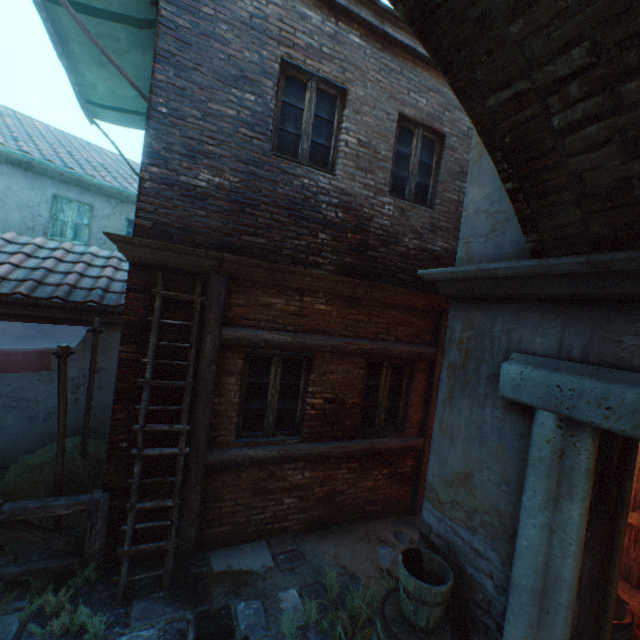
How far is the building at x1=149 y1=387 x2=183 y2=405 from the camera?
3.9m

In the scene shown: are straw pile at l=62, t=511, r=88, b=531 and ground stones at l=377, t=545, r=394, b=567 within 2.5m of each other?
no

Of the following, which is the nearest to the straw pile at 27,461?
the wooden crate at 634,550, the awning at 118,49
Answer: the awning at 118,49

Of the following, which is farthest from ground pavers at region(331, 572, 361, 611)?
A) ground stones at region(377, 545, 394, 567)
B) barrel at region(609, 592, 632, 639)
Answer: barrel at region(609, 592, 632, 639)

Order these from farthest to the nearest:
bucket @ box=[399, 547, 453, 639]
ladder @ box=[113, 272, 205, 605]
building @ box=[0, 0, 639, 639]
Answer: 1. ladder @ box=[113, 272, 205, 605]
2. bucket @ box=[399, 547, 453, 639]
3. building @ box=[0, 0, 639, 639]

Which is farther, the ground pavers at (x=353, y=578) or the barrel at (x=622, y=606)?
the ground pavers at (x=353, y=578)

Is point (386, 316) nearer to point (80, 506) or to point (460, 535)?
point (460, 535)

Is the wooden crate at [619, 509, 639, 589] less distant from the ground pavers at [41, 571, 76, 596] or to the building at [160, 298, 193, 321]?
the building at [160, 298, 193, 321]
